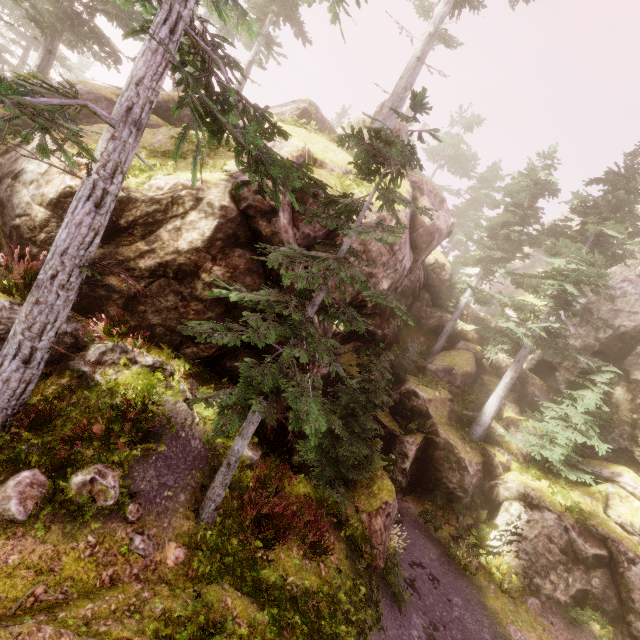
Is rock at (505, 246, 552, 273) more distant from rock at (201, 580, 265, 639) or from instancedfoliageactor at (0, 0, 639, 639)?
rock at (201, 580, 265, 639)

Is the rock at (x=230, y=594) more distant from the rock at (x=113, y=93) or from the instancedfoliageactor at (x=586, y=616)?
the rock at (x=113, y=93)

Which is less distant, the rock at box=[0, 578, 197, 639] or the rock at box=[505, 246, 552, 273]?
the rock at box=[0, 578, 197, 639]

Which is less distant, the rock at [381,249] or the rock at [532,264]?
the rock at [381,249]

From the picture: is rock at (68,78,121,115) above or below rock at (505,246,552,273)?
below

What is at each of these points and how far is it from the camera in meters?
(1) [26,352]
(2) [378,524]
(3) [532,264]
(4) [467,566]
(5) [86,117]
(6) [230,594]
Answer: (1) instancedfoliageactor, 6.4 m
(2) rock, 9.8 m
(3) rock, 42.6 m
(4) instancedfoliageactor, 13.2 m
(5) rock, 12.7 m
(6) rock, 6.2 m

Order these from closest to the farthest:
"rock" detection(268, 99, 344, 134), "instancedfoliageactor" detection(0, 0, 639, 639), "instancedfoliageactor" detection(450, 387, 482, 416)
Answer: "instancedfoliageactor" detection(0, 0, 639, 639) < "rock" detection(268, 99, 344, 134) < "instancedfoliageactor" detection(450, 387, 482, 416)

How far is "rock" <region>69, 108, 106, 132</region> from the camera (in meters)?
10.23
